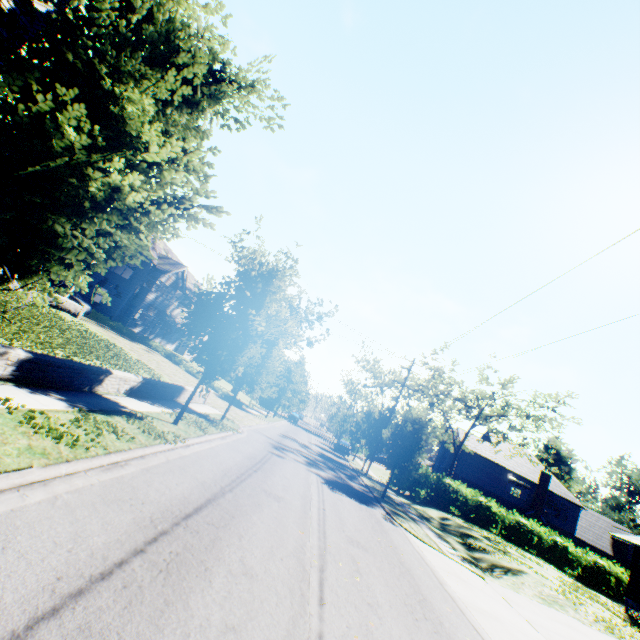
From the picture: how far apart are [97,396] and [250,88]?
9.67m

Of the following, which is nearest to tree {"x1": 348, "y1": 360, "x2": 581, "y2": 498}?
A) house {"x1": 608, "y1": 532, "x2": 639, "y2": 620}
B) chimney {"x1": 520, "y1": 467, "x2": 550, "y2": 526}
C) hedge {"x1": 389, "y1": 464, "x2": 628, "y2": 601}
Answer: hedge {"x1": 389, "y1": 464, "x2": 628, "y2": 601}

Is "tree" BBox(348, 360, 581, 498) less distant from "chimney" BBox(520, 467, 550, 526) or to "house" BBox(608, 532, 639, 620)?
"house" BBox(608, 532, 639, 620)

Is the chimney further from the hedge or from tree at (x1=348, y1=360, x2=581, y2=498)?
tree at (x1=348, y1=360, x2=581, y2=498)

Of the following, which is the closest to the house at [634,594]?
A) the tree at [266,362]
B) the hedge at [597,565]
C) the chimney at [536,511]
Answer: the hedge at [597,565]

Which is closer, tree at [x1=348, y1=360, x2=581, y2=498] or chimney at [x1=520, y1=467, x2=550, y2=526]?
tree at [x1=348, y1=360, x2=581, y2=498]

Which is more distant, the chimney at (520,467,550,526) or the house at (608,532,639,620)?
the chimney at (520,467,550,526)

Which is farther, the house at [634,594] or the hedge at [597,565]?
the hedge at [597,565]
